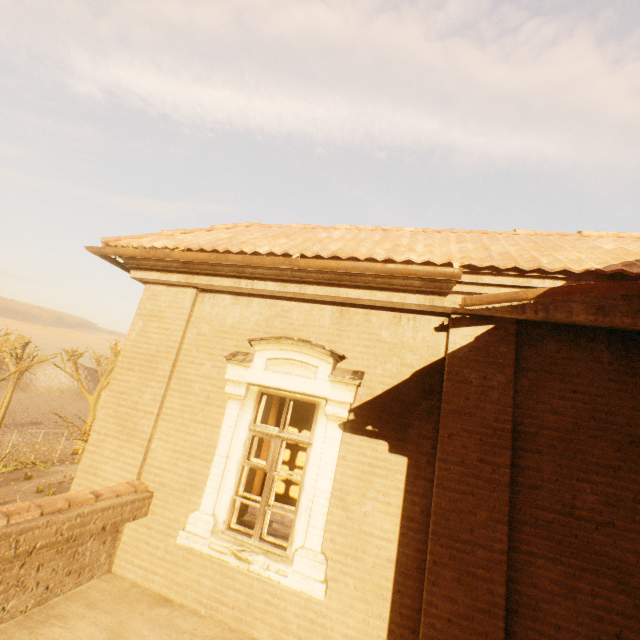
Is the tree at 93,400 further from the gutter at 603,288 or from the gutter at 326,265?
the gutter at 603,288

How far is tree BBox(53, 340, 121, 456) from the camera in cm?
1298

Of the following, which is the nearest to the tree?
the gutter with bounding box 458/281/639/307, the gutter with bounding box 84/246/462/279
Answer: the gutter with bounding box 84/246/462/279

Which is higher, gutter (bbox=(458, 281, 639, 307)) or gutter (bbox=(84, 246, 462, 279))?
gutter (bbox=(84, 246, 462, 279))

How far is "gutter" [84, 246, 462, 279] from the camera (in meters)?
3.73

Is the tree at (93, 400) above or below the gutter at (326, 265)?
below

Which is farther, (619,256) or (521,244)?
(521,244)

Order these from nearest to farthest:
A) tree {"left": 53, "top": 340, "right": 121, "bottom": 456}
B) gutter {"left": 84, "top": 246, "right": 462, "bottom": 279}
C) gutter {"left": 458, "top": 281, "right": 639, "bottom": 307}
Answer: gutter {"left": 458, "top": 281, "right": 639, "bottom": 307}
gutter {"left": 84, "top": 246, "right": 462, "bottom": 279}
tree {"left": 53, "top": 340, "right": 121, "bottom": 456}
